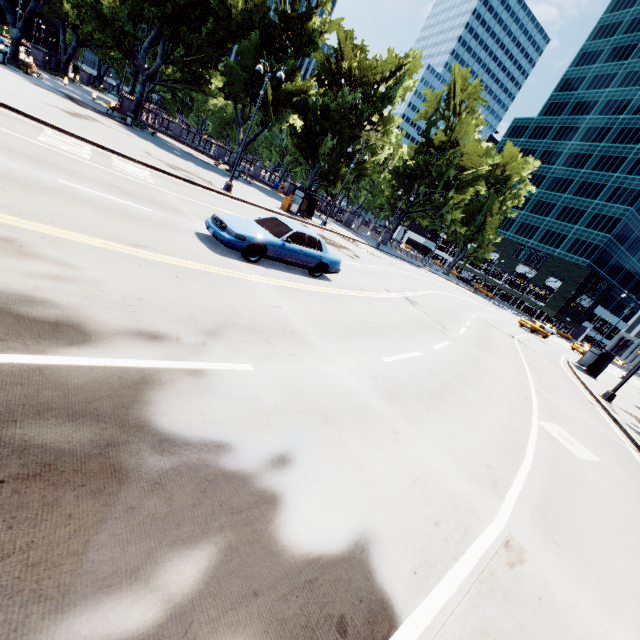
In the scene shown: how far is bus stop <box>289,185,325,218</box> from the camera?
26.7m

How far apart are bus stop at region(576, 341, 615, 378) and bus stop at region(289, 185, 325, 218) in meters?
25.5 m

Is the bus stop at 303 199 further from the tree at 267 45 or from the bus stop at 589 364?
the bus stop at 589 364

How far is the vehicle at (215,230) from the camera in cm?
940

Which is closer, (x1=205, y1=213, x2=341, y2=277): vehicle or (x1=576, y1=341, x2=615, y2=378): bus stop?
(x1=205, y1=213, x2=341, y2=277): vehicle

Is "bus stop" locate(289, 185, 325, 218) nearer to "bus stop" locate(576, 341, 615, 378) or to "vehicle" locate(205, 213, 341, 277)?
"vehicle" locate(205, 213, 341, 277)

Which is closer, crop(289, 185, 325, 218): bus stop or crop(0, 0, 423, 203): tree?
crop(0, 0, 423, 203): tree

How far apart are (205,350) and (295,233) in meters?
6.7
